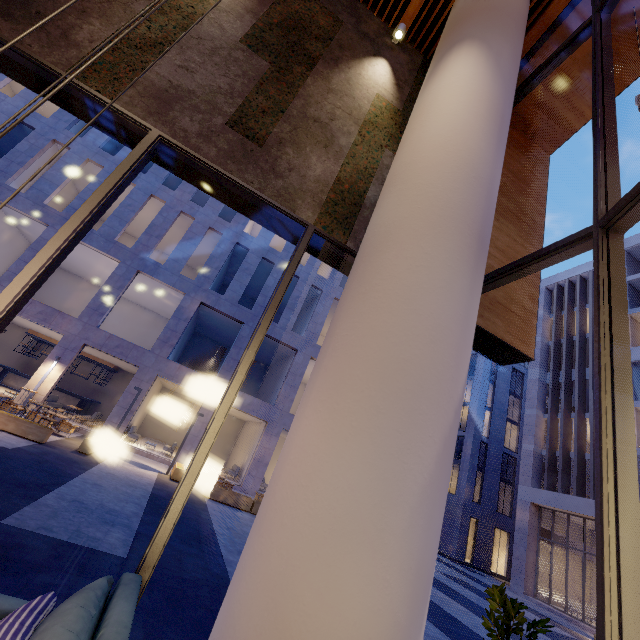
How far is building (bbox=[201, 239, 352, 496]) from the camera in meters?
18.9 m

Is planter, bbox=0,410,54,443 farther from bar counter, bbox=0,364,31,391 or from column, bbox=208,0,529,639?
column, bbox=208,0,529,639

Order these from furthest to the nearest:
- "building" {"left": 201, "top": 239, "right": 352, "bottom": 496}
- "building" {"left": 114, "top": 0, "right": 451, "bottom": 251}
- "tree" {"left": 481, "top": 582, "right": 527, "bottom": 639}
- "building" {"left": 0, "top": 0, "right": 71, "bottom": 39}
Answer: "building" {"left": 201, "top": 239, "right": 352, "bottom": 496} → "building" {"left": 114, "top": 0, "right": 451, "bottom": 251} → "building" {"left": 0, "top": 0, "right": 71, "bottom": 39} → "tree" {"left": 481, "top": 582, "right": 527, "bottom": 639}

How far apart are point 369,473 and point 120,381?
27.3m

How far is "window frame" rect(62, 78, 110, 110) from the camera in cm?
336

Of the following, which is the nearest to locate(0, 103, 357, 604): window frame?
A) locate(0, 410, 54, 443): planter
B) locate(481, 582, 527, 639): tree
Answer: locate(481, 582, 527, 639): tree

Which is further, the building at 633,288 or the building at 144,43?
the building at 633,288

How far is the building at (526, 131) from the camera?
5.6 meters
